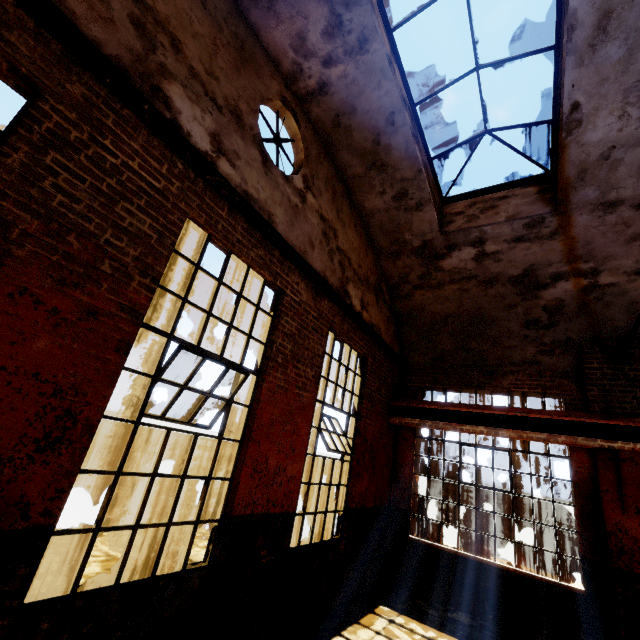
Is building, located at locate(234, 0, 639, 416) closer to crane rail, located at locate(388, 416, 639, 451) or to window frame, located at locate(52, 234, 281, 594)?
crane rail, located at locate(388, 416, 639, 451)

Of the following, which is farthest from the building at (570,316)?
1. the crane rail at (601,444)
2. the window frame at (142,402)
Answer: the window frame at (142,402)

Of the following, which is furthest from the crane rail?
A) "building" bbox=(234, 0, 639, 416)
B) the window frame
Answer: the window frame

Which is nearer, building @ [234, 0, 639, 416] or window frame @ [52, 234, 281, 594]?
window frame @ [52, 234, 281, 594]

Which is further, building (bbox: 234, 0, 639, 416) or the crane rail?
the crane rail

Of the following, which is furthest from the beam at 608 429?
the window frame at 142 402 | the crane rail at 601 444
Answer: the window frame at 142 402

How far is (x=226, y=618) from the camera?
3.6 meters
